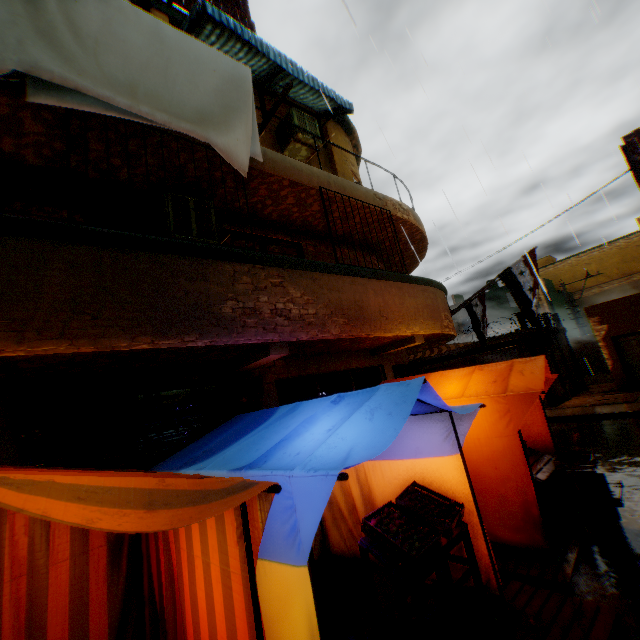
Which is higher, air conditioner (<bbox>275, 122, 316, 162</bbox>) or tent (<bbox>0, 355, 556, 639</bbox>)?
air conditioner (<bbox>275, 122, 316, 162</bbox>)

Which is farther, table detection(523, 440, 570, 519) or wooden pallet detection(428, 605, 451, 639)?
table detection(523, 440, 570, 519)

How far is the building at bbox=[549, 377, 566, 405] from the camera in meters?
14.9 m

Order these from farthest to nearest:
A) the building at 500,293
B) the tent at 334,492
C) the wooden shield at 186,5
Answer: the building at 500,293 < the wooden shield at 186,5 < the tent at 334,492

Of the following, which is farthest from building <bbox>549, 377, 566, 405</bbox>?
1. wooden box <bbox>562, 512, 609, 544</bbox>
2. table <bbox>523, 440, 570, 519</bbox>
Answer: wooden box <bbox>562, 512, 609, 544</bbox>

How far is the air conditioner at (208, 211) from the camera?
5.2m

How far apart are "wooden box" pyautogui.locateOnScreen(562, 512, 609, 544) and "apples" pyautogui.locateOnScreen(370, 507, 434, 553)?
2.9m

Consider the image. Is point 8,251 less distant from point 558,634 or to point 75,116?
point 75,116
